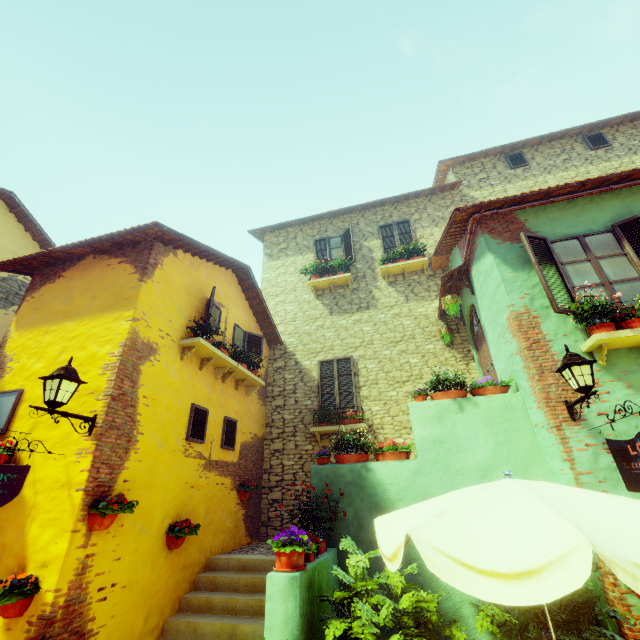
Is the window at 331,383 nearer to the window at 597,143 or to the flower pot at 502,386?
the flower pot at 502,386

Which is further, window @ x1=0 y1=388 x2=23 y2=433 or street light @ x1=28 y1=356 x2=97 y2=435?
window @ x1=0 y1=388 x2=23 y2=433

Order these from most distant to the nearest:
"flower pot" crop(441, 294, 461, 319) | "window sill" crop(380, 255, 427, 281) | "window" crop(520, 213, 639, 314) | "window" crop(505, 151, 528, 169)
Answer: "window" crop(505, 151, 528, 169), "window sill" crop(380, 255, 427, 281), "flower pot" crop(441, 294, 461, 319), "window" crop(520, 213, 639, 314)

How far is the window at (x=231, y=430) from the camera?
7.29m

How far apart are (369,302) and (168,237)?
6.4 meters

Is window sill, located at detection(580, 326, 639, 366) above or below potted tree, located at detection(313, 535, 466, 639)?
above

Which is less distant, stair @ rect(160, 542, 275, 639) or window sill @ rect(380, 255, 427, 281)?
stair @ rect(160, 542, 275, 639)

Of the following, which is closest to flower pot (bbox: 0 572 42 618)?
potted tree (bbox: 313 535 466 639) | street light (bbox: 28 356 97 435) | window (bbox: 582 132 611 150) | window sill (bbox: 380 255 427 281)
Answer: street light (bbox: 28 356 97 435)
